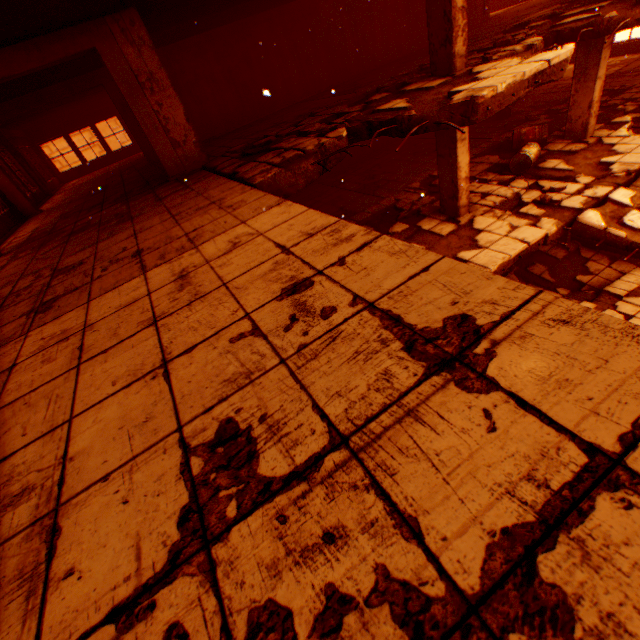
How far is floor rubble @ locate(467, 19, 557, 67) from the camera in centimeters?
621cm

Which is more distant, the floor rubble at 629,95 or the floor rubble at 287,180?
the floor rubble at 629,95

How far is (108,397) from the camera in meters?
1.8

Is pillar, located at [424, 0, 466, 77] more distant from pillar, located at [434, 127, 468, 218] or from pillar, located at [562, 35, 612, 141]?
pillar, located at [562, 35, 612, 141]

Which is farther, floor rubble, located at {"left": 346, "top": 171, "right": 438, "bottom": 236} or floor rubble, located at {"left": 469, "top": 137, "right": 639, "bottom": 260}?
floor rubble, located at {"left": 346, "top": 171, "right": 438, "bottom": 236}

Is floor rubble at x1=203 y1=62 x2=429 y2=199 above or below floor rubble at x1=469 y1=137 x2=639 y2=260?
above

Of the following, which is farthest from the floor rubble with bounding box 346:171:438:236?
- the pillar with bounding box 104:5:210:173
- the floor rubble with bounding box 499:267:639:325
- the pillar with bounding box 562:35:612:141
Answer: the floor rubble with bounding box 499:267:639:325

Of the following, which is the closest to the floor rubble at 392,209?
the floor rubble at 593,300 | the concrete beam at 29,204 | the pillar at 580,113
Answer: the pillar at 580,113
